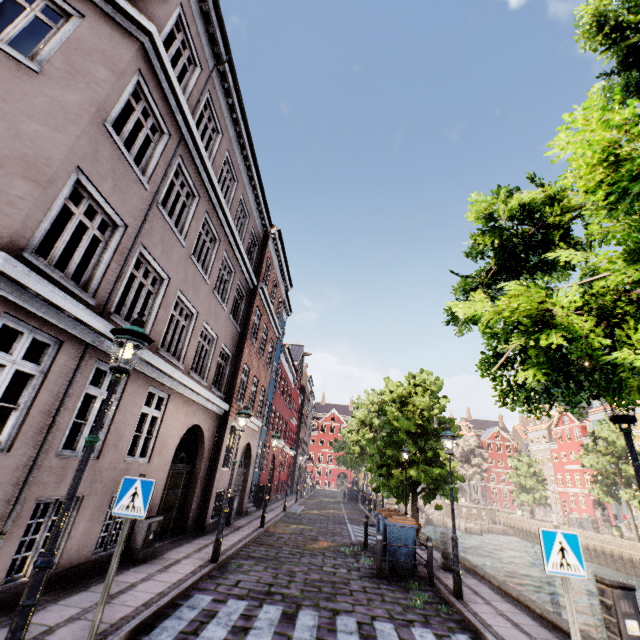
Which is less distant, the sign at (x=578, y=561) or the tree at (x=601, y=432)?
the sign at (x=578, y=561)

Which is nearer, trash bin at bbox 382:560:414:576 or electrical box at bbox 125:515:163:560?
electrical box at bbox 125:515:163:560

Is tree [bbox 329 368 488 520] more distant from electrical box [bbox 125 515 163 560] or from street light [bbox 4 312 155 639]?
electrical box [bbox 125 515 163 560]

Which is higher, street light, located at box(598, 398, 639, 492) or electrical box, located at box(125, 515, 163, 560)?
street light, located at box(598, 398, 639, 492)

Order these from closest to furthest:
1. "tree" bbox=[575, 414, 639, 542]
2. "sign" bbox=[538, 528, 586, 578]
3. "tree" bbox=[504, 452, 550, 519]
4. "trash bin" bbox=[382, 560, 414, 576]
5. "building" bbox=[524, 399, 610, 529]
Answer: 1. "sign" bbox=[538, 528, 586, 578]
2. "trash bin" bbox=[382, 560, 414, 576]
3. "tree" bbox=[575, 414, 639, 542]
4. "tree" bbox=[504, 452, 550, 519]
5. "building" bbox=[524, 399, 610, 529]

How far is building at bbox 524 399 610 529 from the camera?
43.8 meters

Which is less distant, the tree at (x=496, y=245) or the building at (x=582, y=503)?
the tree at (x=496, y=245)

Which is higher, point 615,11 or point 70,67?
point 615,11
